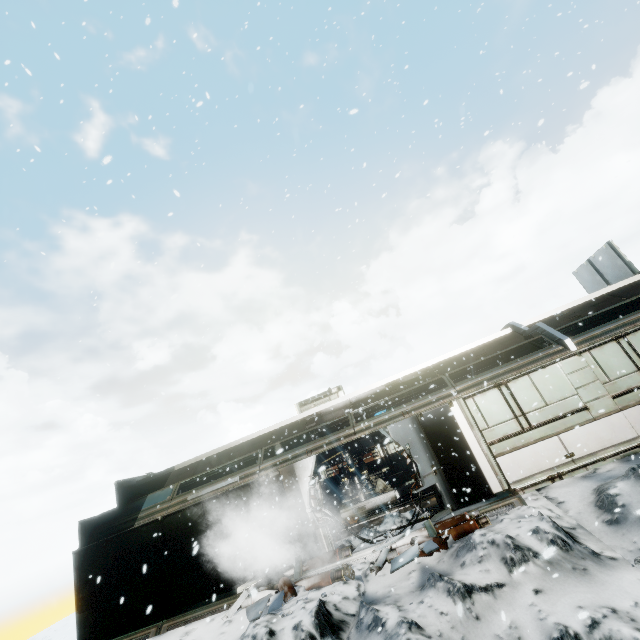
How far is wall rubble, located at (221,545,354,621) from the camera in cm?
786

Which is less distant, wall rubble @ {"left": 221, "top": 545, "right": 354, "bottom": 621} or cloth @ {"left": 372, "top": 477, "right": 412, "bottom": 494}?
wall rubble @ {"left": 221, "top": 545, "right": 354, "bottom": 621}

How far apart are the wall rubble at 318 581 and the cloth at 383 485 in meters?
7.2

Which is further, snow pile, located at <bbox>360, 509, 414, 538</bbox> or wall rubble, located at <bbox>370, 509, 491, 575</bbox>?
snow pile, located at <bbox>360, 509, 414, 538</bbox>

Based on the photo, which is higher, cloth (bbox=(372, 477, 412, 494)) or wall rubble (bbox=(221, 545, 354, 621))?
cloth (bbox=(372, 477, 412, 494))

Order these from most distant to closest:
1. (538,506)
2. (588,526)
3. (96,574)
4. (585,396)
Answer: (96,574)
(585,396)
(538,506)
(588,526)

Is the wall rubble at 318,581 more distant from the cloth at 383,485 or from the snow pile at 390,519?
the cloth at 383,485

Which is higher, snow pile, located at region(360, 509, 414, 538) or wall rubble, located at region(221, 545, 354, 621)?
snow pile, located at region(360, 509, 414, 538)
